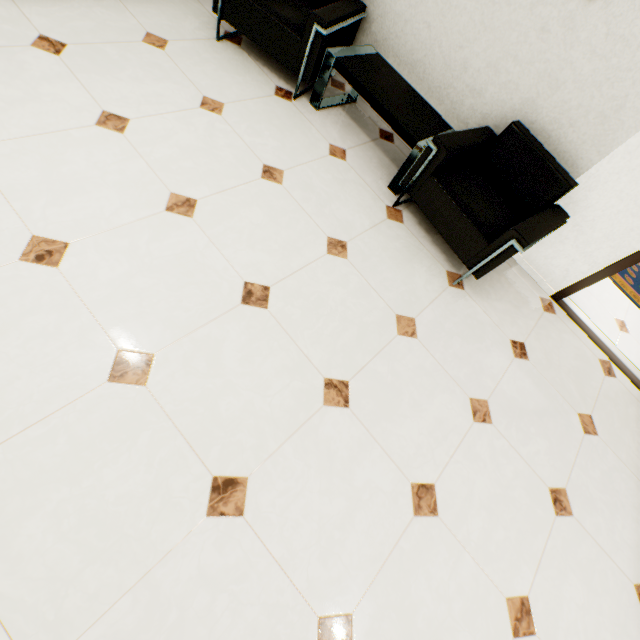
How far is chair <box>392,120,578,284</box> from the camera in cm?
229

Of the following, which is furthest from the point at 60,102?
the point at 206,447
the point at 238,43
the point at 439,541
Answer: the point at 439,541

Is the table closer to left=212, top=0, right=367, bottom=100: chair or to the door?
left=212, top=0, right=367, bottom=100: chair

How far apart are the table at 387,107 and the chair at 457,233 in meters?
0.1 m

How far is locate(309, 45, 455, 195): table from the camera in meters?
2.5

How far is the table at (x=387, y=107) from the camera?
2.54m
